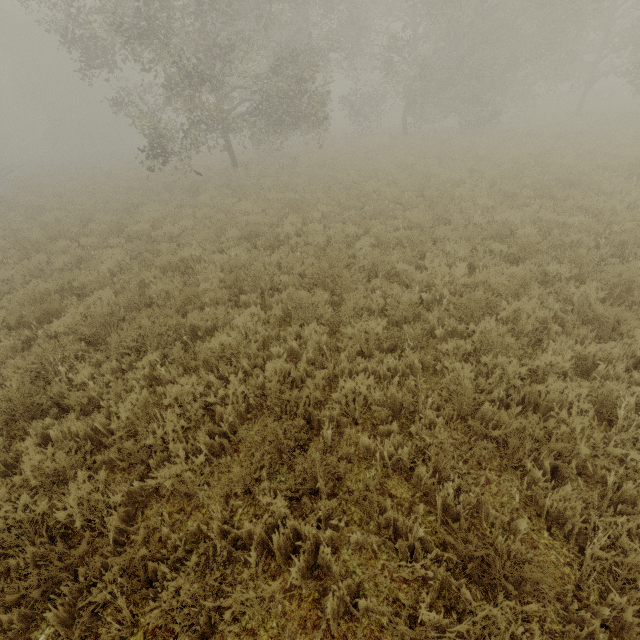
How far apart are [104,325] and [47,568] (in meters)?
4.38
